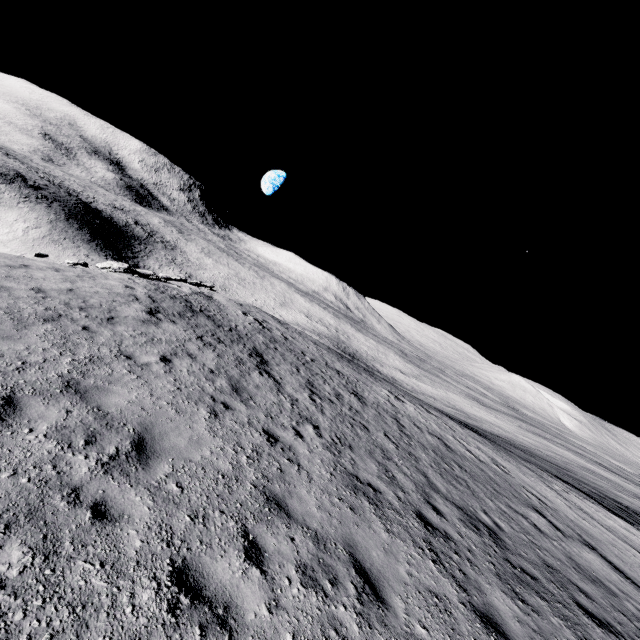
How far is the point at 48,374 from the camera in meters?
5.8
